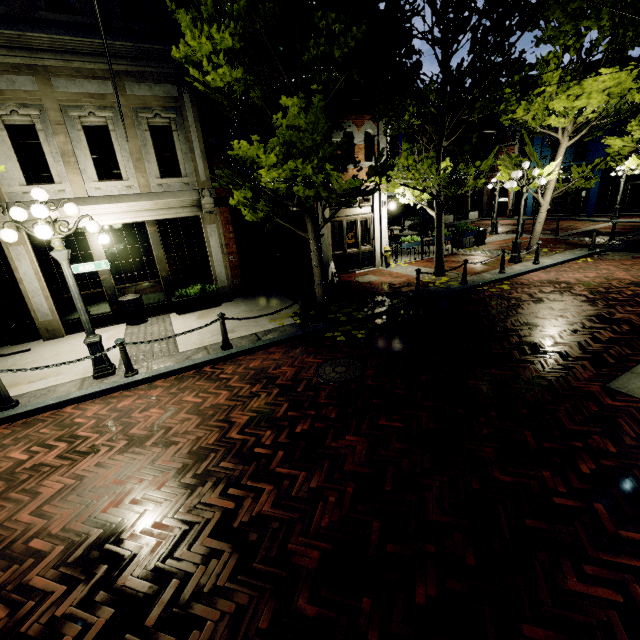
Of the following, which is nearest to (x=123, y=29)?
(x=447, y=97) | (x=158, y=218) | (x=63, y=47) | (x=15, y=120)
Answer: (x=63, y=47)

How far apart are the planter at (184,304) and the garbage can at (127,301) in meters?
0.8

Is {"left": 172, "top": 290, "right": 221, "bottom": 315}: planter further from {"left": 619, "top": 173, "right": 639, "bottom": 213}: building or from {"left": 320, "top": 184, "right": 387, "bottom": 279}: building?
{"left": 619, "top": 173, "right": 639, "bottom": 213}: building

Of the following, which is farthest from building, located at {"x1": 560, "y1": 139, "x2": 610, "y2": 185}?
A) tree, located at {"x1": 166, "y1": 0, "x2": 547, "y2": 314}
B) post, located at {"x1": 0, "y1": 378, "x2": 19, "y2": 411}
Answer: post, located at {"x1": 0, "y1": 378, "x2": 19, "y2": 411}

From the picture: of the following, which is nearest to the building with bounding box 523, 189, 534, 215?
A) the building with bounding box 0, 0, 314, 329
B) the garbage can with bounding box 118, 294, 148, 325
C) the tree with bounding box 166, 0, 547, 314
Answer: the tree with bounding box 166, 0, 547, 314

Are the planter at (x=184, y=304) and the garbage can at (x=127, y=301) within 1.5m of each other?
yes

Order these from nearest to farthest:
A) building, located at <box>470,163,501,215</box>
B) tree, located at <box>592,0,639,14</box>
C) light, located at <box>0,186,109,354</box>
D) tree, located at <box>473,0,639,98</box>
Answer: light, located at <box>0,186,109,354</box>, tree, located at <box>592,0,639,14</box>, tree, located at <box>473,0,639,98</box>, building, located at <box>470,163,501,215</box>

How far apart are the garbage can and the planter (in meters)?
0.80
